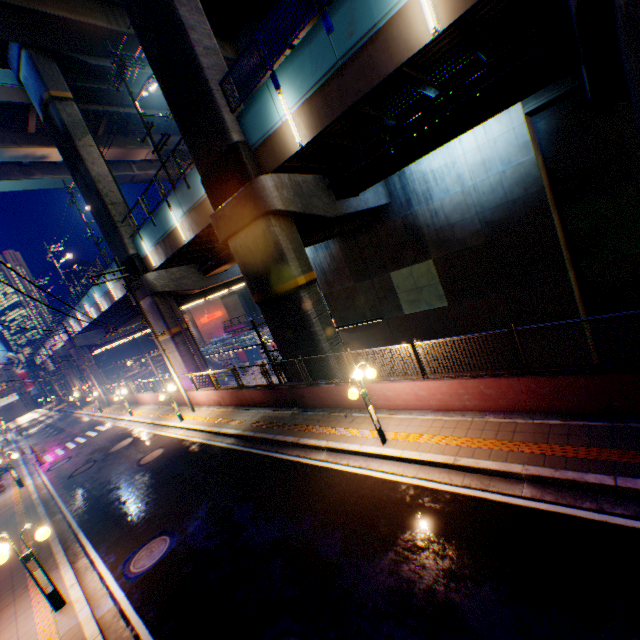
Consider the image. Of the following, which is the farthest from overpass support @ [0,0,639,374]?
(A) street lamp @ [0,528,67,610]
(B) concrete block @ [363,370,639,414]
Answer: (A) street lamp @ [0,528,67,610]

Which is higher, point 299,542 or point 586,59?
point 586,59

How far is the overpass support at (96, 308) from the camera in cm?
2754

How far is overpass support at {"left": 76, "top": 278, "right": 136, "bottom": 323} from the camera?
27.5m

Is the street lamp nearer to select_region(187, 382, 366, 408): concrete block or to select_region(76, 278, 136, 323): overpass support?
select_region(187, 382, 366, 408): concrete block

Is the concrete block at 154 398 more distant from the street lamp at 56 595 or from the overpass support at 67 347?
the street lamp at 56 595

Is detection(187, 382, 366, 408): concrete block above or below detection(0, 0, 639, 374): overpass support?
below

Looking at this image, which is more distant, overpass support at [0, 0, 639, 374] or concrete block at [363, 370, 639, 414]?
overpass support at [0, 0, 639, 374]
